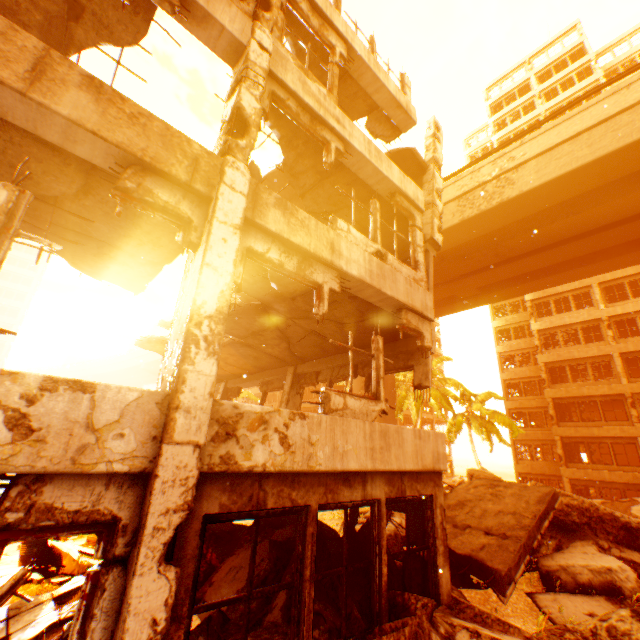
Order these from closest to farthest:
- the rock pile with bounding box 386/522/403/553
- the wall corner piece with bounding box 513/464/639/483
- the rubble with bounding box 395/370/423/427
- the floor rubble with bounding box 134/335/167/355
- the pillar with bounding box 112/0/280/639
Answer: the pillar with bounding box 112/0/280/639, the rock pile with bounding box 386/522/403/553, the floor rubble with bounding box 134/335/167/355, the wall corner piece with bounding box 513/464/639/483, the rubble with bounding box 395/370/423/427

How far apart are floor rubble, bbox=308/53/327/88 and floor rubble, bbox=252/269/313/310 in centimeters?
556cm

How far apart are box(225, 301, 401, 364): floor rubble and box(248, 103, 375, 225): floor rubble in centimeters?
249cm

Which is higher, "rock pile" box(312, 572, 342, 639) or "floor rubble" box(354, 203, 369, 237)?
"floor rubble" box(354, 203, 369, 237)

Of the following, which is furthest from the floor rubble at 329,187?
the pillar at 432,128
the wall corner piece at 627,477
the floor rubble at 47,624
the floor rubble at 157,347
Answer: the wall corner piece at 627,477

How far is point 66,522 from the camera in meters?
2.4

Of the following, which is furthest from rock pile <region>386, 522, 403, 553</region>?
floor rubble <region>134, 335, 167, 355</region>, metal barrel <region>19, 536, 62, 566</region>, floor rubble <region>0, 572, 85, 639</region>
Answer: floor rubble <region>134, 335, 167, 355</region>

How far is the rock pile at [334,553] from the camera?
5.15m
